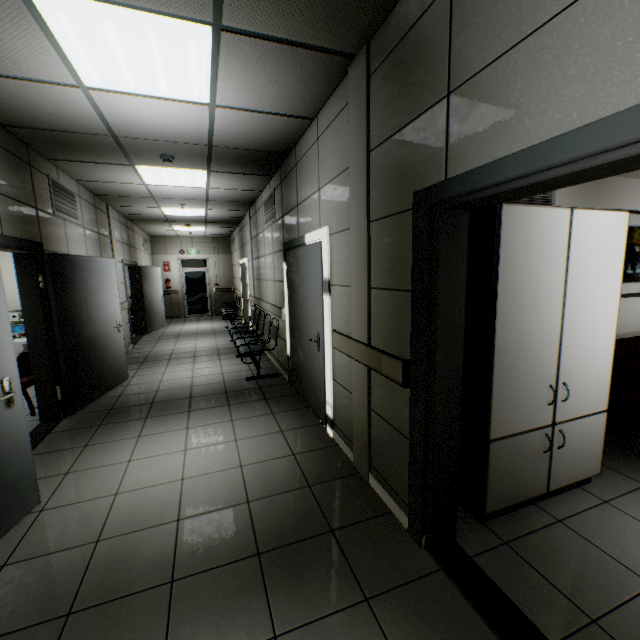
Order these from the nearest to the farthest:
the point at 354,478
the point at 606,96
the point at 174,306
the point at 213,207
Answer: the point at 606,96
the point at 354,478
the point at 213,207
the point at 174,306

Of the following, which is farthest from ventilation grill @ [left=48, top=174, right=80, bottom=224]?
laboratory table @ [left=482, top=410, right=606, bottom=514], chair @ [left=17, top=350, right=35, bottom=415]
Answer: laboratory table @ [left=482, top=410, right=606, bottom=514]

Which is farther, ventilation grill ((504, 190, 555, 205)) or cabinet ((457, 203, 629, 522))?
ventilation grill ((504, 190, 555, 205))

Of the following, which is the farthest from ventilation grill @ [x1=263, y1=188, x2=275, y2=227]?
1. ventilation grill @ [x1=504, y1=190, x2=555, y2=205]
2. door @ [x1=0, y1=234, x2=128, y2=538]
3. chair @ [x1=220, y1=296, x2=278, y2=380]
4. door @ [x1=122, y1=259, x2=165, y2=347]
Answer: door @ [x1=122, y1=259, x2=165, y2=347]

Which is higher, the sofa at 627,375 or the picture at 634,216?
the picture at 634,216

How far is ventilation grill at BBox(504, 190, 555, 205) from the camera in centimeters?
275cm

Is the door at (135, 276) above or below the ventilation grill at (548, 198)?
below

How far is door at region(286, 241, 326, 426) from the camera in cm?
349
